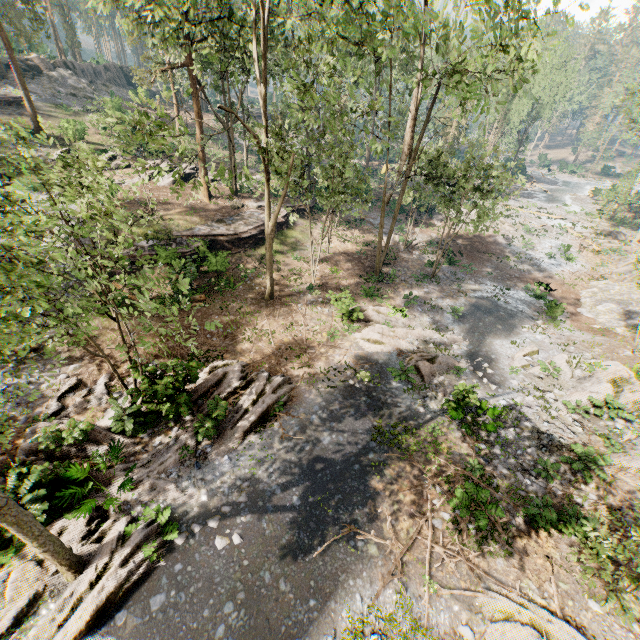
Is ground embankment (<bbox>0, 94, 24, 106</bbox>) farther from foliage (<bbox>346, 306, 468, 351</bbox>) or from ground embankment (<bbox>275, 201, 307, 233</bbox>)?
ground embankment (<bbox>275, 201, 307, 233</bbox>)

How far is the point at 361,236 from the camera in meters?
31.4

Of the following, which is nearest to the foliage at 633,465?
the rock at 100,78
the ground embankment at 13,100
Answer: the rock at 100,78

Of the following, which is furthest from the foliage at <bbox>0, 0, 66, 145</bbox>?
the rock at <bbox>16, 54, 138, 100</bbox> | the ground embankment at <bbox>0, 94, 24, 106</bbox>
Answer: the ground embankment at <bbox>0, 94, 24, 106</bbox>

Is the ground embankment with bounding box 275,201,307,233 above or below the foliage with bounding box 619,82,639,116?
below

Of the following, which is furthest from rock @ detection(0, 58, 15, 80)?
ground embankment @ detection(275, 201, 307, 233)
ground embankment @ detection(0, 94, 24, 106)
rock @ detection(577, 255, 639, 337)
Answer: rock @ detection(577, 255, 639, 337)
